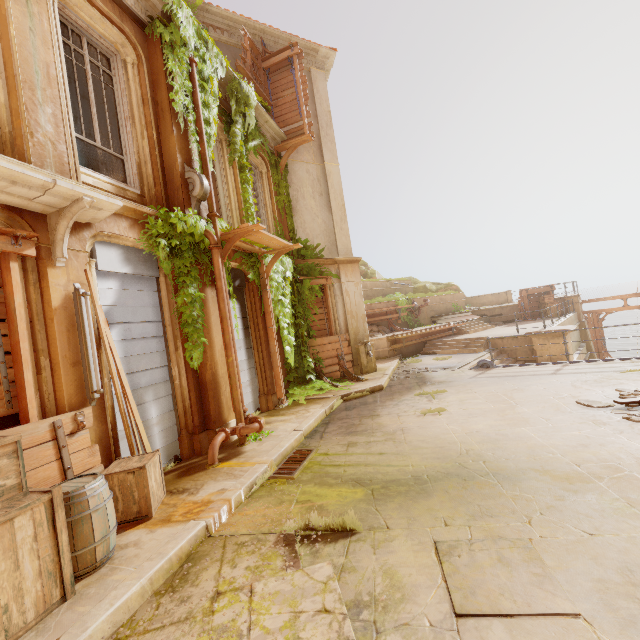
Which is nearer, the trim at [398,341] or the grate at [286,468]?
the grate at [286,468]

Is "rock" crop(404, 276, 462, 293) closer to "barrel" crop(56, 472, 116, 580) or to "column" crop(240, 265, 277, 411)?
"column" crop(240, 265, 277, 411)

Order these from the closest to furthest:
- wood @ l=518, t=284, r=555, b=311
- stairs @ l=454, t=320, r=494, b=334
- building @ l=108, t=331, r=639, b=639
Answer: building @ l=108, t=331, r=639, b=639 < stairs @ l=454, t=320, r=494, b=334 < wood @ l=518, t=284, r=555, b=311

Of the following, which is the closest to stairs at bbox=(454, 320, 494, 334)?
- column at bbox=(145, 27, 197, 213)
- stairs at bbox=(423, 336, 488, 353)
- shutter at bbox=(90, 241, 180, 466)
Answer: stairs at bbox=(423, 336, 488, 353)

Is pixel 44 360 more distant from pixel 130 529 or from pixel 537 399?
pixel 537 399

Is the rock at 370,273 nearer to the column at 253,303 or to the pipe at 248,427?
the column at 253,303

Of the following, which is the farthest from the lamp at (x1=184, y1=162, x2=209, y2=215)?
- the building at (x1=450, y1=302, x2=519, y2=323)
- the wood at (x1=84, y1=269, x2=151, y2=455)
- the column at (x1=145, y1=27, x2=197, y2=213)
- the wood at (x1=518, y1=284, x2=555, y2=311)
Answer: the wood at (x1=518, y1=284, x2=555, y2=311)

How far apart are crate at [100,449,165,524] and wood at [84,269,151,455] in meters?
0.2
